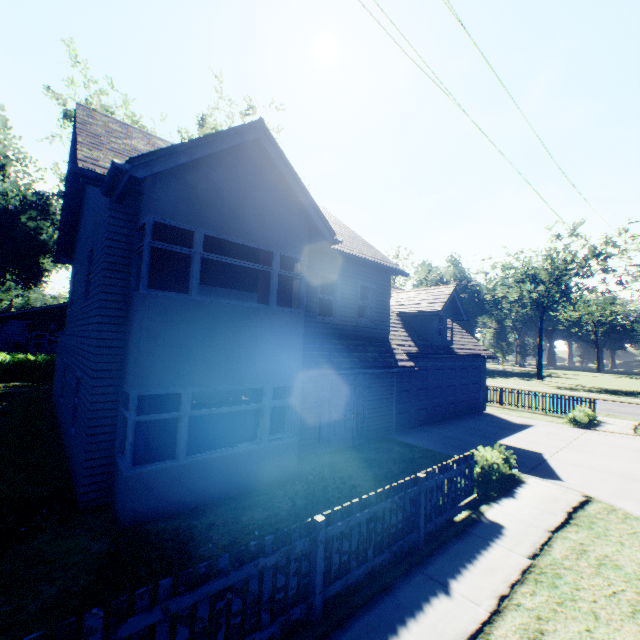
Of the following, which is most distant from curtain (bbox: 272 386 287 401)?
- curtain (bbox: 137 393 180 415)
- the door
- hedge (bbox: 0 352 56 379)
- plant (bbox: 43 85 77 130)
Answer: plant (bbox: 43 85 77 130)

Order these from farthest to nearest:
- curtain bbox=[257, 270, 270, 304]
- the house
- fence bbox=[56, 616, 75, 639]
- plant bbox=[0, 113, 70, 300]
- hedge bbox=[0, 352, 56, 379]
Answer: plant bbox=[0, 113, 70, 300] → the house → hedge bbox=[0, 352, 56, 379] → curtain bbox=[257, 270, 270, 304] → fence bbox=[56, 616, 75, 639]

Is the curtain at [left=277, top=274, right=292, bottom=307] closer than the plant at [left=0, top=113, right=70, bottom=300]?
Yes

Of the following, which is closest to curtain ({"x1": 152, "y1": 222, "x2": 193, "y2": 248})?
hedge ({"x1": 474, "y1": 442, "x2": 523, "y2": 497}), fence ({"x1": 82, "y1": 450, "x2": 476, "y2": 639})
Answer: fence ({"x1": 82, "y1": 450, "x2": 476, "y2": 639})

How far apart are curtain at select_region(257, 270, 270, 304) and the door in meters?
3.6 m

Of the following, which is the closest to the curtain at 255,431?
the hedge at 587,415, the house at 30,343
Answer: the hedge at 587,415

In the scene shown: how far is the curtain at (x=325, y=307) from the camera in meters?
11.5

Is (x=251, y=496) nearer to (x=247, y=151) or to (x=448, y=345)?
(x=247, y=151)
